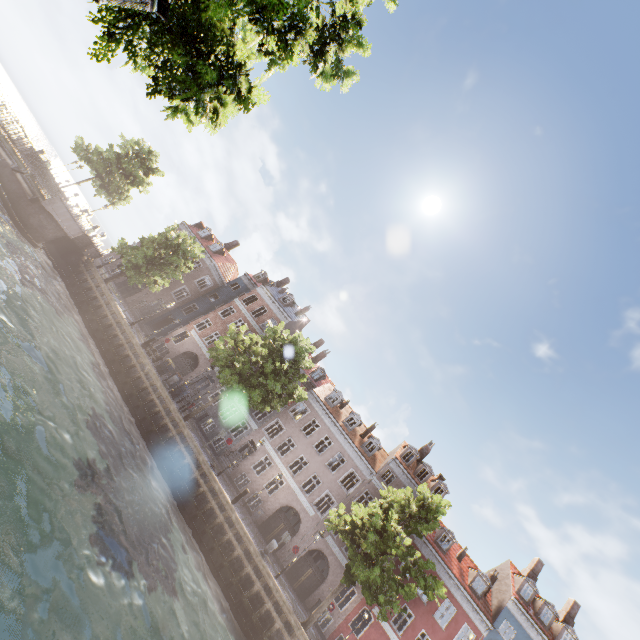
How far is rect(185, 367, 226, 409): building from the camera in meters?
31.7 m

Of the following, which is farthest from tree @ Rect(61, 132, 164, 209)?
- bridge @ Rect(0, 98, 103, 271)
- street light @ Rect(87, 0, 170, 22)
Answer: street light @ Rect(87, 0, 170, 22)

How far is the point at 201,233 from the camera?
42.8m

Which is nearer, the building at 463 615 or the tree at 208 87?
the tree at 208 87

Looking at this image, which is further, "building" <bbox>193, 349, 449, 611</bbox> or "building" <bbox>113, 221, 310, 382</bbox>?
"building" <bbox>113, 221, 310, 382</bbox>

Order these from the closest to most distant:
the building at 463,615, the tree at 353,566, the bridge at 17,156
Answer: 1. the tree at 353,566
2. the bridge at 17,156
3. the building at 463,615

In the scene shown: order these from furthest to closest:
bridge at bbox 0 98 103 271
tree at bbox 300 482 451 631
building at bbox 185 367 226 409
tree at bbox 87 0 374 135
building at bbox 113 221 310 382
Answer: building at bbox 113 221 310 382 < building at bbox 185 367 226 409 < bridge at bbox 0 98 103 271 < tree at bbox 300 482 451 631 < tree at bbox 87 0 374 135

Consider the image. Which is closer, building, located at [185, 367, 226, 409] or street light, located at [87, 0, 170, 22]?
street light, located at [87, 0, 170, 22]
